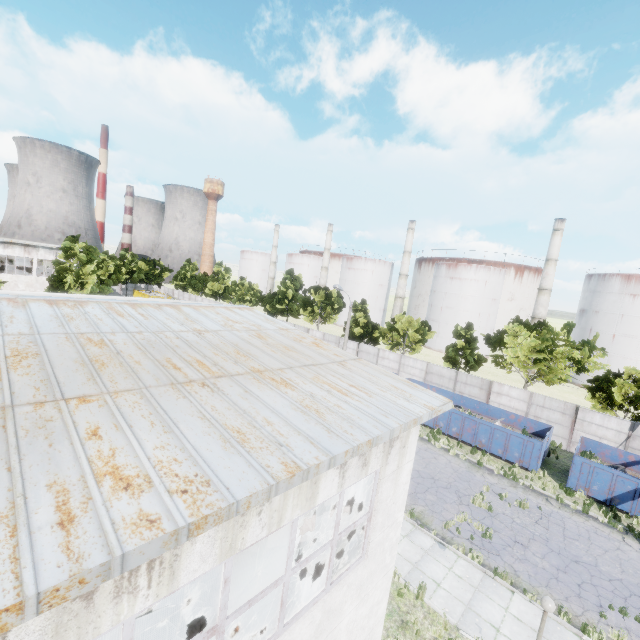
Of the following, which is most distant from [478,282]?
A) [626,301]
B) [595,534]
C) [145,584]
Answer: [145,584]

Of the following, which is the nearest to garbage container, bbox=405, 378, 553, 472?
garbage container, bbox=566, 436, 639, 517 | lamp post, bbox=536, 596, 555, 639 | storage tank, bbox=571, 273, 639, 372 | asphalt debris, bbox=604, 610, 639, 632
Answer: garbage container, bbox=566, 436, 639, 517

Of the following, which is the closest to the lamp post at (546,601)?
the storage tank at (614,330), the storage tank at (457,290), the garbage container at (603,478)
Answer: the garbage container at (603,478)

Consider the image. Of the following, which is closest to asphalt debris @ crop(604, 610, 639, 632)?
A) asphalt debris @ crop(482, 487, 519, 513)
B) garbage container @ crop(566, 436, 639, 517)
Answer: asphalt debris @ crop(482, 487, 519, 513)

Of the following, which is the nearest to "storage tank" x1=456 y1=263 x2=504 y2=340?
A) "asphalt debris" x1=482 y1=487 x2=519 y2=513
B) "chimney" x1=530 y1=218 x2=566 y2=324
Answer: "chimney" x1=530 y1=218 x2=566 y2=324

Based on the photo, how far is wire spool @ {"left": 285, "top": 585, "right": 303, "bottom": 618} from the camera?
8.2 meters

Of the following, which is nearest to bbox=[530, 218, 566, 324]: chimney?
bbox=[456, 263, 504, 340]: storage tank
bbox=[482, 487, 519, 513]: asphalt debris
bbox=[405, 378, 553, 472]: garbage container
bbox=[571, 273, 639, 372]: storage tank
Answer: bbox=[571, 273, 639, 372]: storage tank

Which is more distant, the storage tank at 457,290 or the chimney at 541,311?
the storage tank at 457,290
